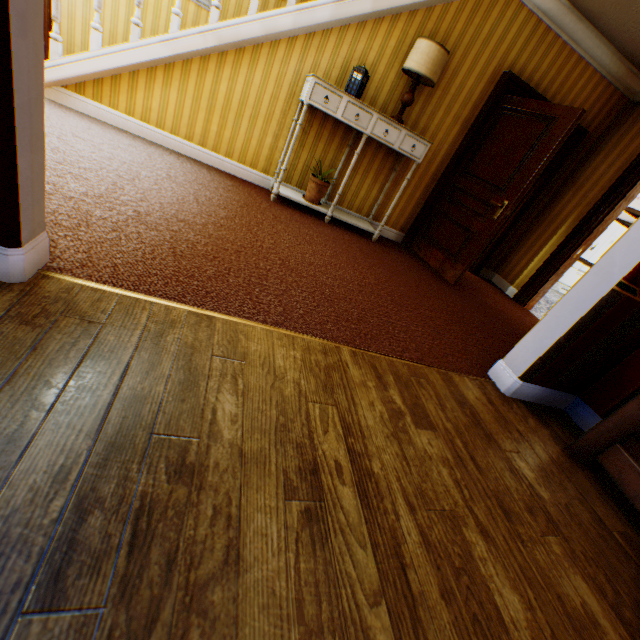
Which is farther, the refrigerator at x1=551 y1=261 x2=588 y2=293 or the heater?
the refrigerator at x1=551 y1=261 x2=588 y2=293

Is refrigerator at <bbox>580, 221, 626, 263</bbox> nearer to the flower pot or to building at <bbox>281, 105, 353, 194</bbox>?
building at <bbox>281, 105, 353, 194</bbox>

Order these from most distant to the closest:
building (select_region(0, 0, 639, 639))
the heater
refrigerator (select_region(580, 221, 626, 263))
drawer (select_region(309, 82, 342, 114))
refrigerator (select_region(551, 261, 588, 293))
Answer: refrigerator (select_region(551, 261, 588, 293))
refrigerator (select_region(580, 221, 626, 263))
drawer (select_region(309, 82, 342, 114))
the heater
building (select_region(0, 0, 639, 639))

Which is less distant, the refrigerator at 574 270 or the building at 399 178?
the building at 399 178

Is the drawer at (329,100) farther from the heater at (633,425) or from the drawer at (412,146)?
the heater at (633,425)

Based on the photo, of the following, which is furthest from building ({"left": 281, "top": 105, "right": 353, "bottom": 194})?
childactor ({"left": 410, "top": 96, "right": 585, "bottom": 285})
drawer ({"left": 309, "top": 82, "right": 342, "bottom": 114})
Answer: drawer ({"left": 309, "top": 82, "right": 342, "bottom": 114})

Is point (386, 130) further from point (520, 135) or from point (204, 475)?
point (204, 475)

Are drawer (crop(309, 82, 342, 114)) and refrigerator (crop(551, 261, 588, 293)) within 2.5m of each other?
no
